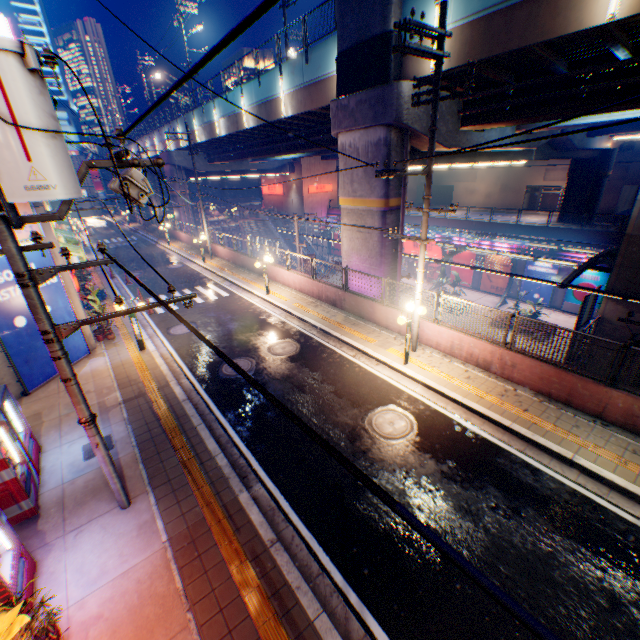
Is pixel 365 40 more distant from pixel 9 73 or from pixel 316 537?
pixel 316 537

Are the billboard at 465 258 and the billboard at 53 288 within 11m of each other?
no

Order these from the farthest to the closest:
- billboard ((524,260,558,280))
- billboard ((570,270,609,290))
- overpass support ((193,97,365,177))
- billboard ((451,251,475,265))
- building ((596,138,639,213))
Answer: building ((596,138,639,213)), billboard ((451,251,475,265)), billboard ((524,260,558,280)), billboard ((570,270,609,290)), overpass support ((193,97,365,177))

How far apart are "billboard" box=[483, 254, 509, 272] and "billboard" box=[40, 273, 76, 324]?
33.4 meters

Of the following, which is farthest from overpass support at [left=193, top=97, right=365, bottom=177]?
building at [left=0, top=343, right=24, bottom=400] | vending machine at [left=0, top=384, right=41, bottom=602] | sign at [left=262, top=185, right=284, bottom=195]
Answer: vending machine at [left=0, top=384, right=41, bottom=602]

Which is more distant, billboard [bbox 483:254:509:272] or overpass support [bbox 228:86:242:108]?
billboard [bbox 483:254:509:272]

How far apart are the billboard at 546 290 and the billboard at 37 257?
33.52m

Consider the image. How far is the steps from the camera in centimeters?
4616cm
